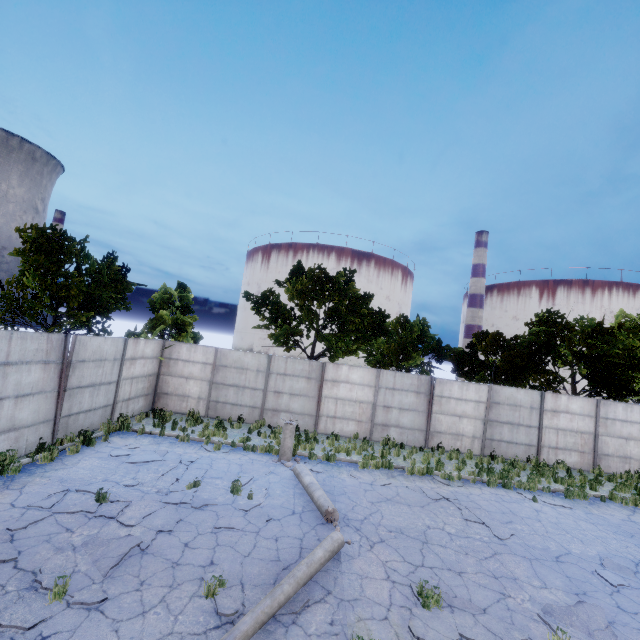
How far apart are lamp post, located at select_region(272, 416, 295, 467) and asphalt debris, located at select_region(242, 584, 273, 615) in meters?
5.5

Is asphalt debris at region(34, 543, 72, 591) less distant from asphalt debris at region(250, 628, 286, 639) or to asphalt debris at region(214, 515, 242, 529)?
asphalt debris at region(214, 515, 242, 529)

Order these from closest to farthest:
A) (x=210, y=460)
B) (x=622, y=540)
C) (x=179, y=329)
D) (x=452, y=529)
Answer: (x=452, y=529)
(x=622, y=540)
(x=210, y=460)
(x=179, y=329)

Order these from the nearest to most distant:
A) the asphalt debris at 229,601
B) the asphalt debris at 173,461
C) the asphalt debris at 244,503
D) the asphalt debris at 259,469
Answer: the asphalt debris at 229,601
the asphalt debris at 173,461
the asphalt debris at 244,503
the asphalt debris at 259,469

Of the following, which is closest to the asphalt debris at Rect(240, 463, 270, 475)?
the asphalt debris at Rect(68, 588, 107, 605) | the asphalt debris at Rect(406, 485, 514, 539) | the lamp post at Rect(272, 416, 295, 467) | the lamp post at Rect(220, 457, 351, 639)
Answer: the lamp post at Rect(272, 416, 295, 467)

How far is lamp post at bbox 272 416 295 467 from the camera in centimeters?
1202cm

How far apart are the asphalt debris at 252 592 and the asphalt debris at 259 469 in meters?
4.1 m

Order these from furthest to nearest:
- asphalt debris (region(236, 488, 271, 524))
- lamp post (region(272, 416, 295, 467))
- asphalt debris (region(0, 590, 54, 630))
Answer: lamp post (region(272, 416, 295, 467)) < asphalt debris (region(236, 488, 271, 524)) < asphalt debris (region(0, 590, 54, 630))
